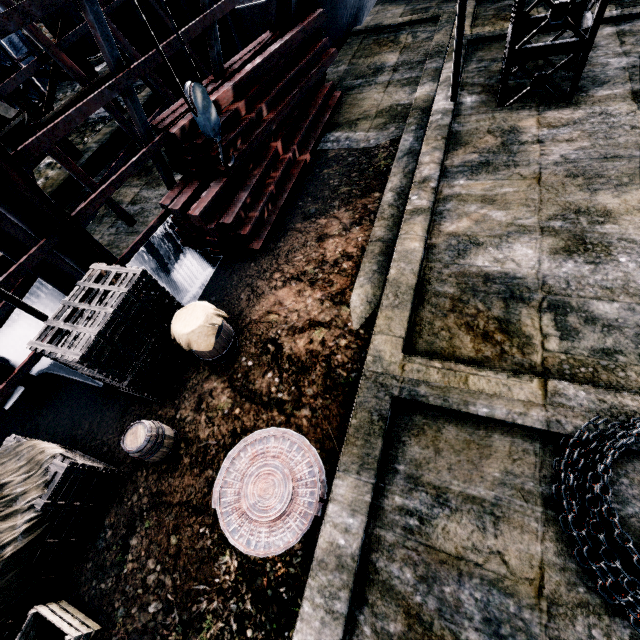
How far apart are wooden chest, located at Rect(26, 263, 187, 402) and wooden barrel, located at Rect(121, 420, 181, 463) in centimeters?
71cm

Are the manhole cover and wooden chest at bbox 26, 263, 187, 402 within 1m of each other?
no

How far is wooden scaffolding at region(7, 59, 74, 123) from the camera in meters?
9.8 m

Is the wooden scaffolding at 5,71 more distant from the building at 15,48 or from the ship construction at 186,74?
the building at 15,48

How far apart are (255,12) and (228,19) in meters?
1.1 m

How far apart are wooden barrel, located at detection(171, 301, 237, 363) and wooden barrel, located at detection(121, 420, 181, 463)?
1.2m

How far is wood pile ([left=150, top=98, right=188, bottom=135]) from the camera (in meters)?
7.28

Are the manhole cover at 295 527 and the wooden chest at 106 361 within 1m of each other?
no
